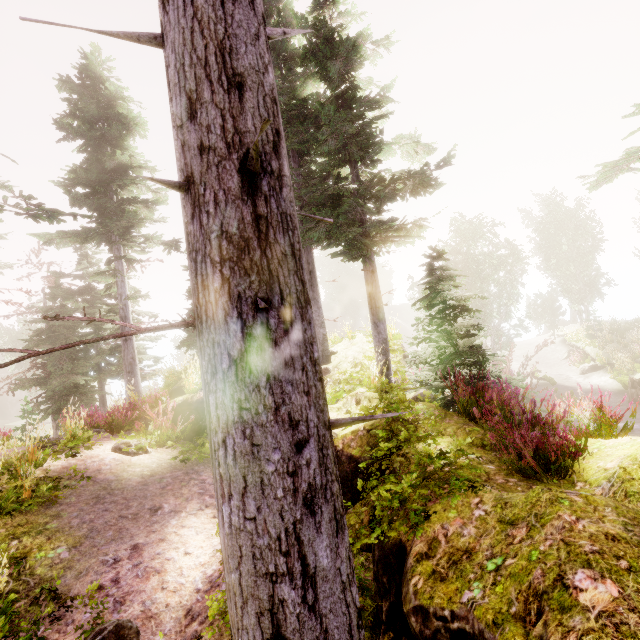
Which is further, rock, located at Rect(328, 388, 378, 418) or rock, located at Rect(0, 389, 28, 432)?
rock, located at Rect(0, 389, 28, 432)

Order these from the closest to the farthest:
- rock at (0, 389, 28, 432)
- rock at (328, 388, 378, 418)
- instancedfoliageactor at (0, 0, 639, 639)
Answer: instancedfoliageactor at (0, 0, 639, 639)
rock at (328, 388, 378, 418)
rock at (0, 389, 28, 432)

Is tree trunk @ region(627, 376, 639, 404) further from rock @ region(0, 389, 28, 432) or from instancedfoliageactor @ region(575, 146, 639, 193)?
A: rock @ region(0, 389, 28, 432)

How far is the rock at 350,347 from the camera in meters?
11.6 m

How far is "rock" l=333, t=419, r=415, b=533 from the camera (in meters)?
4.79

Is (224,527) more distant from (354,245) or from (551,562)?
(354,245)

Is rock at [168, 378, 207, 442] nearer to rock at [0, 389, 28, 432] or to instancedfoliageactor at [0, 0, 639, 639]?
instancedfoliageactor at [0, 0, 639, 639]

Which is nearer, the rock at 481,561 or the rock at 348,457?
the rock at 481,561
